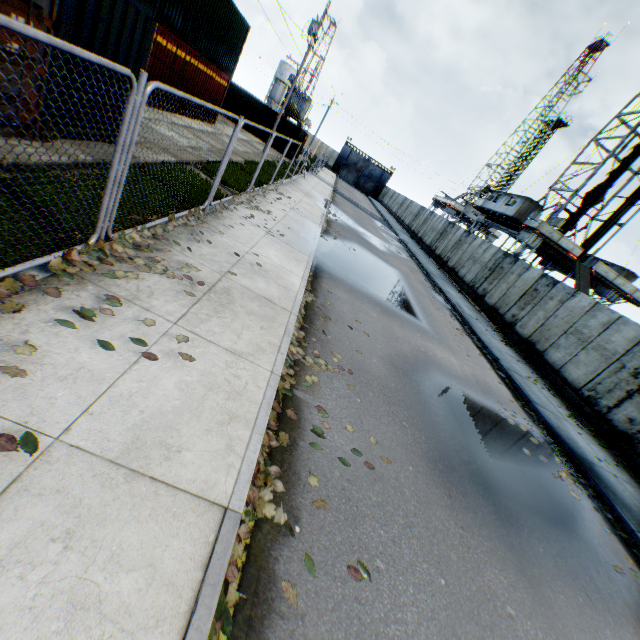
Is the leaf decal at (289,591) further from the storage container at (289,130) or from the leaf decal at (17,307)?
the storage container at (289,130)

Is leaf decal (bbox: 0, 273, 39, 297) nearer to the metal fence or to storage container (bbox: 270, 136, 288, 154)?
the metal fence

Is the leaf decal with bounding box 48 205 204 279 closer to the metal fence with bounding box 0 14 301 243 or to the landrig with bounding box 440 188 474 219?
the metal fence with bounding box 0 14 301 243

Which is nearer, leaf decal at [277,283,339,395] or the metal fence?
the metal fence

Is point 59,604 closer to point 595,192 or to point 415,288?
point 415,288

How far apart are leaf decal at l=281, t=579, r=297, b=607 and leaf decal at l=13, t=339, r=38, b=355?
1.81m

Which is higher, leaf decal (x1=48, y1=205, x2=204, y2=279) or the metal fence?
the metal fence

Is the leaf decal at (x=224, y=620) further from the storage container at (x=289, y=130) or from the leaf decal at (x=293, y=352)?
the storage container at (x=289, y=130)
